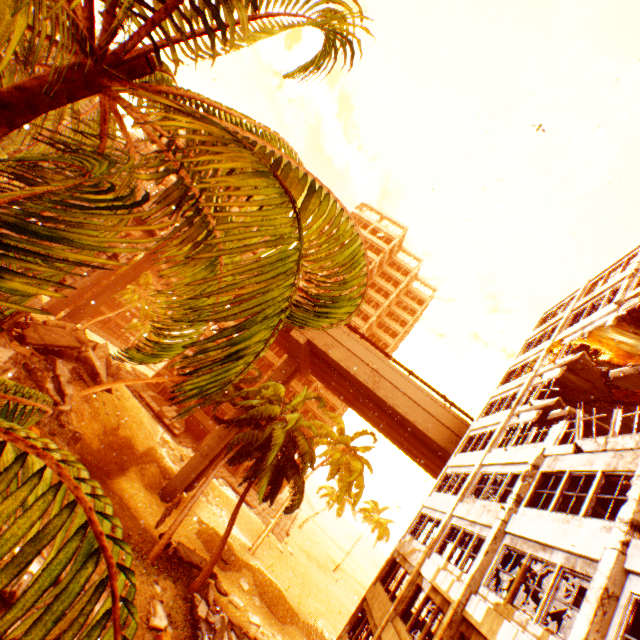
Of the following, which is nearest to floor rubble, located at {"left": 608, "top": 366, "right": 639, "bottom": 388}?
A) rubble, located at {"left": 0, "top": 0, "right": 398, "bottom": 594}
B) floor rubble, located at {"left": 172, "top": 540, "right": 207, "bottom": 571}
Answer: rubble, located at {"left": 0, "top": 0, "right": 398, "bottom": 594}

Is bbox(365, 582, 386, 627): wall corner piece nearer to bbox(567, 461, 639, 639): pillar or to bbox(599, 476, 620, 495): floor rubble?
bbox(567, 461, 639, 639): pillar

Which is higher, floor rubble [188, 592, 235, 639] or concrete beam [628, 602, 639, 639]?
concrete beam [628, 602, 639, 639]

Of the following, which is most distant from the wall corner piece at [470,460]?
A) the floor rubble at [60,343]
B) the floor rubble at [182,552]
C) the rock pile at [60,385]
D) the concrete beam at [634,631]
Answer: the floor rubble at [60,343]

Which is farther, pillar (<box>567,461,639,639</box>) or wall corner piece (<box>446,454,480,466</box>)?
wall corner piece (<box>446,454,480,466</box>)

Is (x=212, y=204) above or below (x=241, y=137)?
below

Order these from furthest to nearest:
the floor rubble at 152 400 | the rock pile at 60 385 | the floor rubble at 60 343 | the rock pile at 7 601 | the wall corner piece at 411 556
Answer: the floor rubble at 152 400, the floor rubble at 60 343, the rock pile at 60 385, the wall corner piece at 411 556, the rock pile at 7 601

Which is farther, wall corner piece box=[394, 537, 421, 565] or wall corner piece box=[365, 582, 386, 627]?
wall corner piece box=[394, 537, 421, 565]
